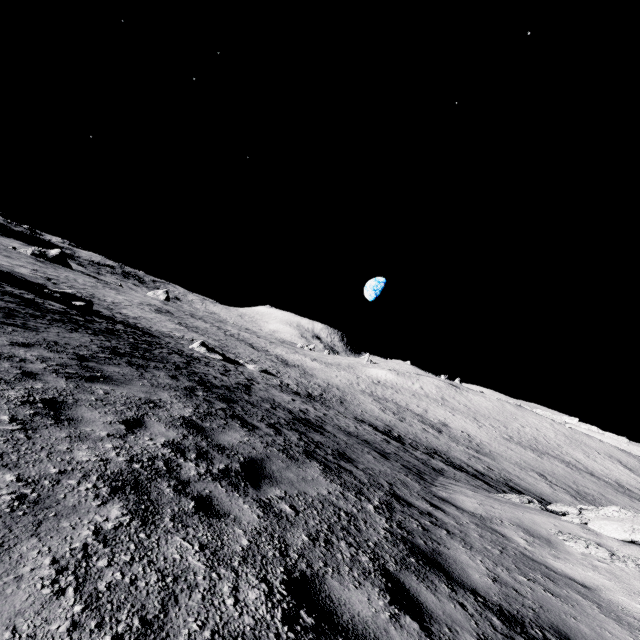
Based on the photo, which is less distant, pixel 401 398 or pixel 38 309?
pixel 38 309

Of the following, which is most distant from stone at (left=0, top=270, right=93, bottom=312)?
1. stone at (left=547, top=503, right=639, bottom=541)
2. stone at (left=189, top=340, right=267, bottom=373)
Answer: stone at (left=547, top=503, right=639, bottom=541)

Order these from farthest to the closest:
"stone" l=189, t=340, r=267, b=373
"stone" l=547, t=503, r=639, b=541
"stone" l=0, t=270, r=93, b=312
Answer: "stone" l=189, t=340, r=267, b=373
"stone" l=0, t=270, r=93, b=312
"stone" l=547, t=503, r=639, b=541

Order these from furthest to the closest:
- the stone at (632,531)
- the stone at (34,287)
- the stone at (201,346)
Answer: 1. the stone at (201,346)
2. the stone at (34,287)
3. the stone at (632,531)

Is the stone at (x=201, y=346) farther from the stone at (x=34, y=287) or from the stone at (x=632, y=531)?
the stone at (x=632, y=531)

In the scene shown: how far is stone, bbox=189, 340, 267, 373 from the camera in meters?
32.8

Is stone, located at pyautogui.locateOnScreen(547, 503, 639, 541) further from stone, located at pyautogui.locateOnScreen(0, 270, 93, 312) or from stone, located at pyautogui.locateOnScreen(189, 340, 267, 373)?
stone, located at pyautogui.locateOnScreen(189, 340, 267, 373)
